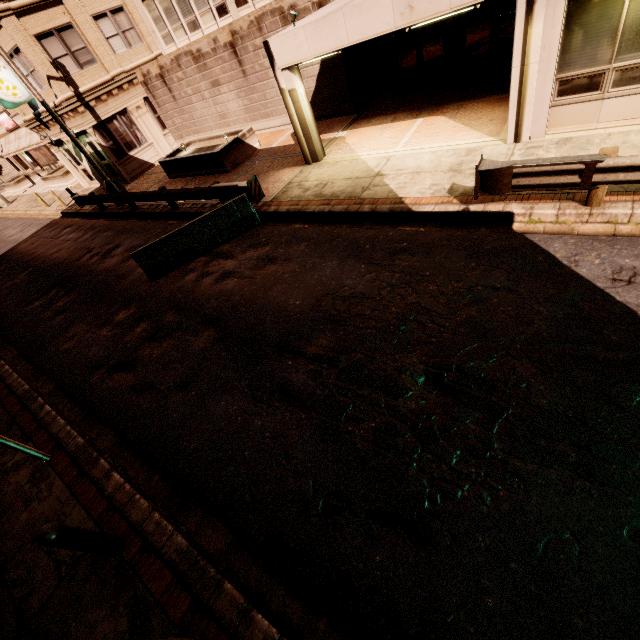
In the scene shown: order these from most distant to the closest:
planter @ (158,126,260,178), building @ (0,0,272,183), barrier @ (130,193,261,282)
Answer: building @ (0,0,272,183), planter @ (158,126,260,178), barrier @ (130,193,261,282)

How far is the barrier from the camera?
9.9 meters

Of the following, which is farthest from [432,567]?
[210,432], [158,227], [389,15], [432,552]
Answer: [158,227]

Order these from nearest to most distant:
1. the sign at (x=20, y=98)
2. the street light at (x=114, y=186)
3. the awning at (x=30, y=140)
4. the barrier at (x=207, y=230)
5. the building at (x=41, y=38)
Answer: the barrier at (x=207, y=230), the street light at (x=114, y=186), the building at (x=41, y=38), the sign at (x=20, y=98), the awning at (x=30, y=140)

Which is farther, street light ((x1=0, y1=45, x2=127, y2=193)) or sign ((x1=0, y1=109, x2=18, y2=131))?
sign ((x1=0, y1=109, x2=18, y2=131))

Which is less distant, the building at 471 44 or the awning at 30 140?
the building at 471 44

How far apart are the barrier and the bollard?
7.3 meters

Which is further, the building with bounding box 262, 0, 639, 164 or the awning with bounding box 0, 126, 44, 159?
the awning with bounding box 0, 126, 44, 159
